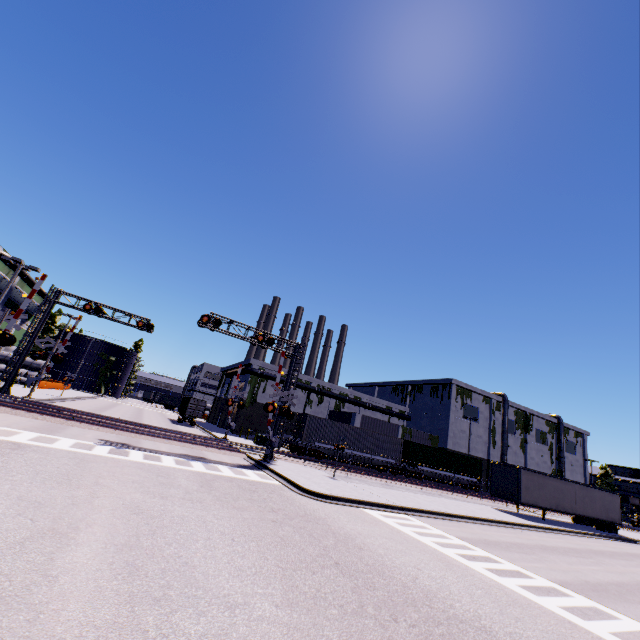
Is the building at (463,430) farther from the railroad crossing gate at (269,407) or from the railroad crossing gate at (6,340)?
the railroad crossing gate at (6,340)

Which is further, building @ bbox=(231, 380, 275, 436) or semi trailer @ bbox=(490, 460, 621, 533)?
building @ bbox=(231, 380, 275, 436)

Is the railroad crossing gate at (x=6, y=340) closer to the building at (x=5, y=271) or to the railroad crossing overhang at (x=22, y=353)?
the railroad crossing overhang at (x=22, y=353)

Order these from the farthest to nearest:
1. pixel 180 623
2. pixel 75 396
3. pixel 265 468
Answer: pixel 75 396, pixel 265 468, pixel 180 623

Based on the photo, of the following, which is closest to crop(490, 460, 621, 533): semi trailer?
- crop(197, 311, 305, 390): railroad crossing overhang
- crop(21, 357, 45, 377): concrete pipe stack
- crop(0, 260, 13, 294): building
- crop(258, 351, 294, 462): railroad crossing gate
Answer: crop(0, 260, 13, 294): building

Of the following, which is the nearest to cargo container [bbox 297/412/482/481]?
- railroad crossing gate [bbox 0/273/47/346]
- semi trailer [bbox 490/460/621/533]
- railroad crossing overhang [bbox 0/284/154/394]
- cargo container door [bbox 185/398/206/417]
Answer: cargo container door [bbox 185/398/206/417]

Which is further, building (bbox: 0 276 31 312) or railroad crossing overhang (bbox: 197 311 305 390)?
building (bbox: 0 276 31 312)

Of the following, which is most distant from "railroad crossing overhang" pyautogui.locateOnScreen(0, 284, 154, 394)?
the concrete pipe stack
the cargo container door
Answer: the concrete pipe stack
